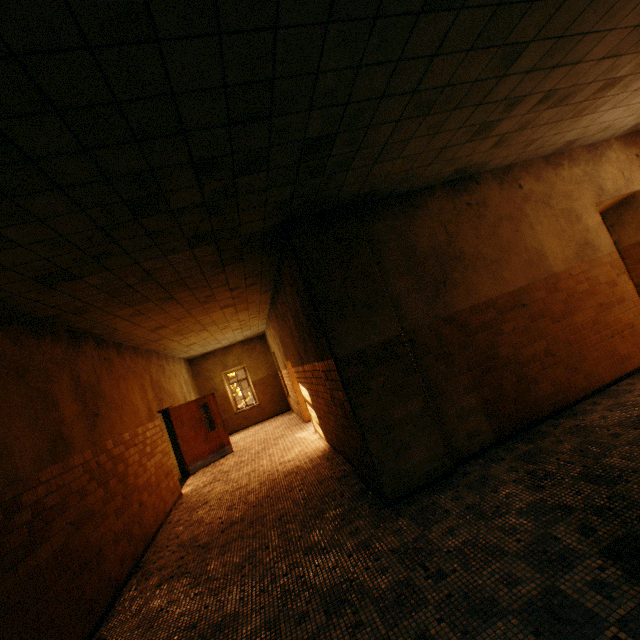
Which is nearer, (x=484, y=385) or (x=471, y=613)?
(x=471, y=613)

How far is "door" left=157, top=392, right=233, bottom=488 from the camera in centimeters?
979cm

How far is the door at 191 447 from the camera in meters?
9.8
